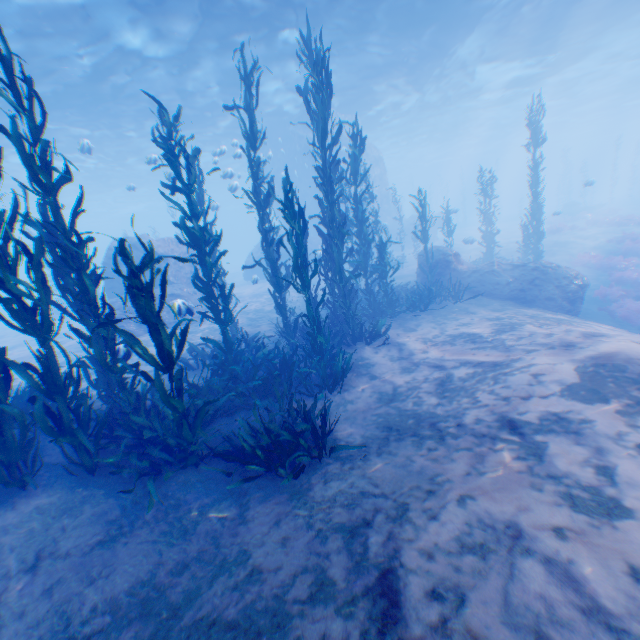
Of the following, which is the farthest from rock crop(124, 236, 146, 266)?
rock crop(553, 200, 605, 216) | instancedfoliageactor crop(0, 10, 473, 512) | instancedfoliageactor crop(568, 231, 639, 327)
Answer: rock crop(553, 200, 605, 216)

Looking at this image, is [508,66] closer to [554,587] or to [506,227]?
[506,227]

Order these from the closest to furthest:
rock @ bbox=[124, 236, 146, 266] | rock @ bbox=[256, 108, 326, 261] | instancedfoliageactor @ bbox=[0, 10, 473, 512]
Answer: instancedfoliageactor @ bbox=[0, 10, 473, 512] → rock @ bbox=[124, 236, 146, 266] → rock @ bbox=[256, 108, 326, 261]

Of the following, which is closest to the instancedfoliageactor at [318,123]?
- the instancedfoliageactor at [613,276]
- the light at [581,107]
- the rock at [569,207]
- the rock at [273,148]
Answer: the rock at [273,148]

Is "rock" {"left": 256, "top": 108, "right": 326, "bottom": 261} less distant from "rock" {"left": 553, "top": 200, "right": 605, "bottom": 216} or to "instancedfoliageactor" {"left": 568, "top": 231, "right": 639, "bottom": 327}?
"instancedfoliageactor" {"left": 568, "top": 231, "right": 639, "bottom": 327}

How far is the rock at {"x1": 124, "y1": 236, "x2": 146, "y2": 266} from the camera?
16.5 meters

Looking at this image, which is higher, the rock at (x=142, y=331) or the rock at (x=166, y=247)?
the rock at (x=166, y=247)
